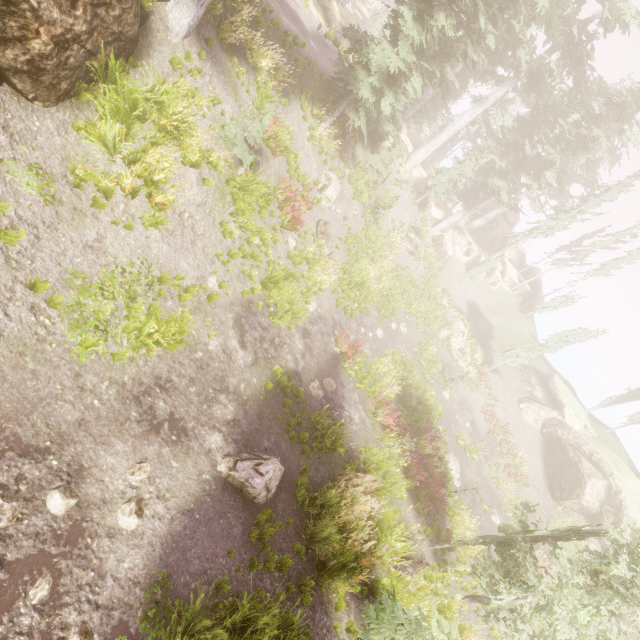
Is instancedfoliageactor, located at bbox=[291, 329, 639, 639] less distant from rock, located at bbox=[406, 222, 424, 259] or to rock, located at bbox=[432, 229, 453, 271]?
rock, located at bbox=[432, 229, 453, 271]

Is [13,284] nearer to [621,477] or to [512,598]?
[512,598]

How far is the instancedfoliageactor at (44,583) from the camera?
4.2 meters

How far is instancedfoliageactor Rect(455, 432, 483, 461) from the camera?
22.3 meters

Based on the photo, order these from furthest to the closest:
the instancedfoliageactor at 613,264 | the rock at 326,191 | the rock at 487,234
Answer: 1. the rock at 487,234
2. the instancedfoliageactor at 613,264
3. the rock at 326,191

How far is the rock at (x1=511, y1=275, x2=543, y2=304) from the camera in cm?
4147
